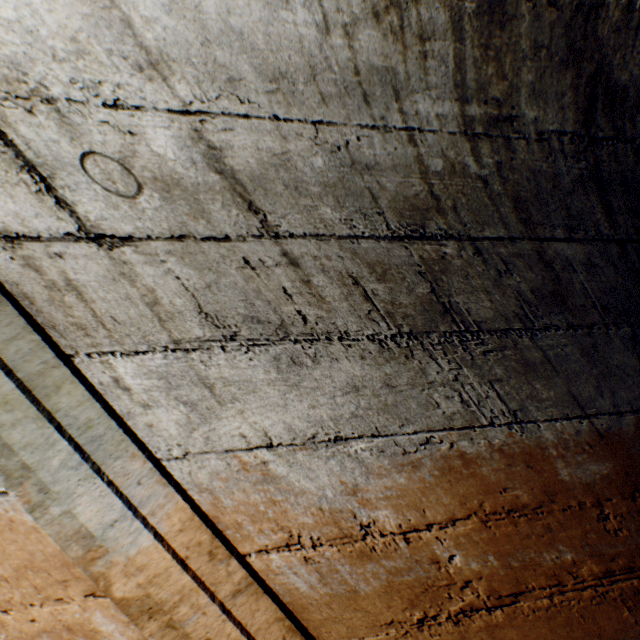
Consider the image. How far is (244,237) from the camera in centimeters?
81cm
